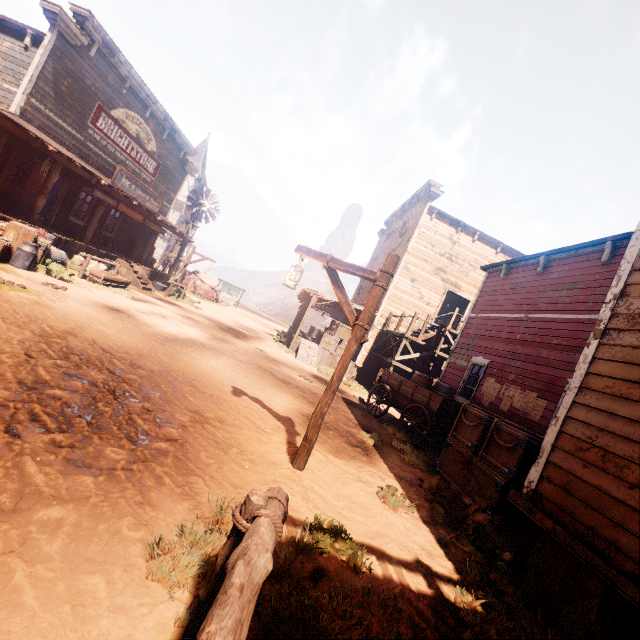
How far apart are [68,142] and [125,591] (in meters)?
17.08

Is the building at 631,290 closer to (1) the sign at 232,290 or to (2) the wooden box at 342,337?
(2) the wooden box at 342,337

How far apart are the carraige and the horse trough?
10.2m

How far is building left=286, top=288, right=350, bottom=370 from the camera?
17.25m

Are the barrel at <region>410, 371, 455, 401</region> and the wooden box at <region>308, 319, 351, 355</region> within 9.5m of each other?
yes

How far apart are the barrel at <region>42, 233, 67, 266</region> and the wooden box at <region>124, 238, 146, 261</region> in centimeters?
639cm

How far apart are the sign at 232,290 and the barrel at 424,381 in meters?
30.5 m

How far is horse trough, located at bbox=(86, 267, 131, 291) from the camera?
11.45m
